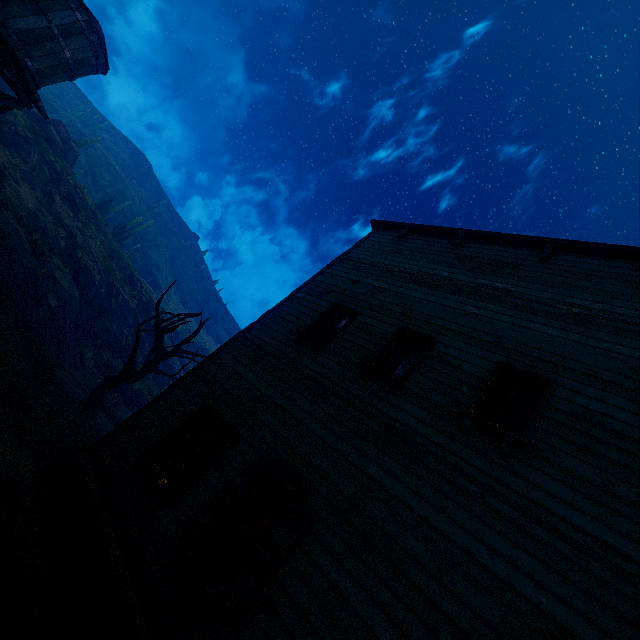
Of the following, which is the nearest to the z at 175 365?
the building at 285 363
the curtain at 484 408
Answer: → the building at 285 363

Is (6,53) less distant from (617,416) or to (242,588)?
(242,588)

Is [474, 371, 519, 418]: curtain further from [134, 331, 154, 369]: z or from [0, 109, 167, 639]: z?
[134, 331, 154, 369]: z

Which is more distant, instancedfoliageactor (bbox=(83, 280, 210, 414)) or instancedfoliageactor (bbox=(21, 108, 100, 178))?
instancedfoliageactor (bbox=(21, 108, 100, 178))

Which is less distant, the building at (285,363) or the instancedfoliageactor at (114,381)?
the building at (285,363)

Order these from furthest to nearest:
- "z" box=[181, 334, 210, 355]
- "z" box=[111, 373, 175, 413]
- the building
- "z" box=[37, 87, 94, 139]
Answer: "z" box=[37, 87, 94, 139] → "z" box=[181, 334, 210, 355] → "z" box=[111, 373, 175, 413] → the building

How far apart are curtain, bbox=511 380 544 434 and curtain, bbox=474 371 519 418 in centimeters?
12cm

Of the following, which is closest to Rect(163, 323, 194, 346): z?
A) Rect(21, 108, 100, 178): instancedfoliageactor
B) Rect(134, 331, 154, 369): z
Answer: Rect(21, 108, 100, 178): instancedfoliageactor
